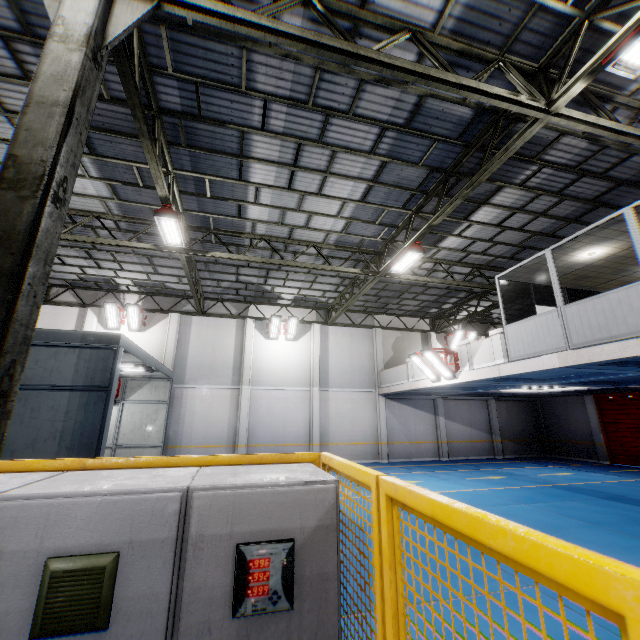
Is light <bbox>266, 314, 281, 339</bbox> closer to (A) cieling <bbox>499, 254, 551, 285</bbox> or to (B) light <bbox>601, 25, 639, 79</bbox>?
(A) cieling <bbox>499, 254, 551, 285</bbox>

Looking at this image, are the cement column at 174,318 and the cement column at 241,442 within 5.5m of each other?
yes

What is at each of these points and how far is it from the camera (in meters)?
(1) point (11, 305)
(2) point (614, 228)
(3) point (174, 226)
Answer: (1) metal pole, 2.83
(2) cieling, 8.17
(3) light, 9.12

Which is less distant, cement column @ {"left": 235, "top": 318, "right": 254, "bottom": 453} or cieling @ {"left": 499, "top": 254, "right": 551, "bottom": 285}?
cieling @ {"left": 499, "top": 254, "right": 551, "bottom": 285}

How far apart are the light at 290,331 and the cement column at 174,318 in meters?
5.8

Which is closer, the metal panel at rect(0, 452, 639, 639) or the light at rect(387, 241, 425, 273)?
the metal panel at rect(0, 452, 639, 639)

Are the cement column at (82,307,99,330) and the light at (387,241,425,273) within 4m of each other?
no

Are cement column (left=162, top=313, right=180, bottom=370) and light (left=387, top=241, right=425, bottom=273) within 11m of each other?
no
